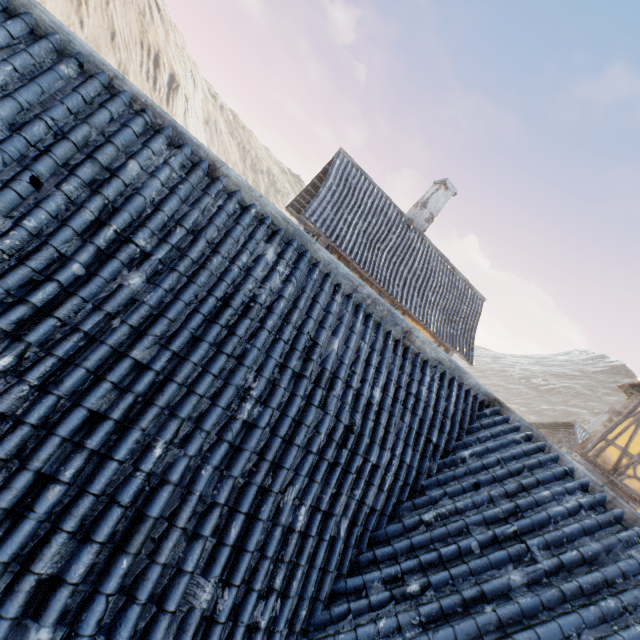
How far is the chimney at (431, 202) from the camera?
14.05m

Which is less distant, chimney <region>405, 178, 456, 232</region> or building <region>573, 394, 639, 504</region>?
building <region>573, 394, 639, 504</region>

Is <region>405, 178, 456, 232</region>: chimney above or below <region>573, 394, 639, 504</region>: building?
above

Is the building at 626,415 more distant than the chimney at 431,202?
No

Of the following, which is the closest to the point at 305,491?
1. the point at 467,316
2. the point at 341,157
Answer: the point at 341,157

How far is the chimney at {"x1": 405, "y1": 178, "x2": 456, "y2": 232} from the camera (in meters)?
14.05
